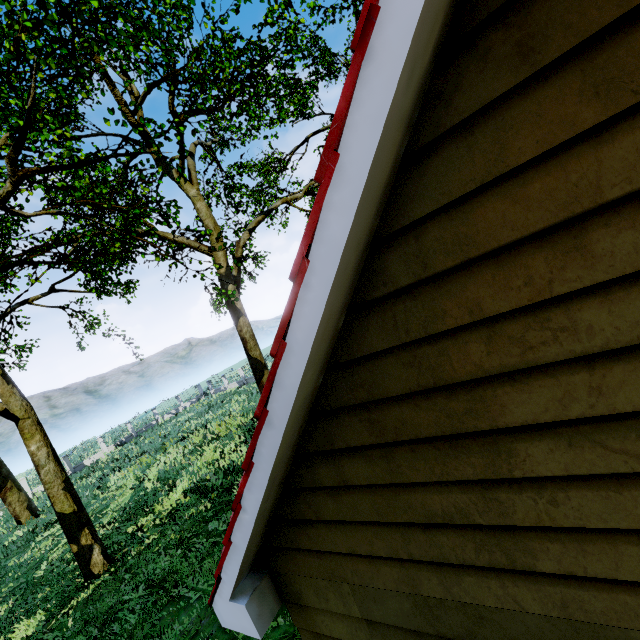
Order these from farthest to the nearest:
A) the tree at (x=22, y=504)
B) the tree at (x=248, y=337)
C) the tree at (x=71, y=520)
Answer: the tree at (x=22, y=504)
the tree at (x=71, y=520)
the tree at (x=248, y=337)

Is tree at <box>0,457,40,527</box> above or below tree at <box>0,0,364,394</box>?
below

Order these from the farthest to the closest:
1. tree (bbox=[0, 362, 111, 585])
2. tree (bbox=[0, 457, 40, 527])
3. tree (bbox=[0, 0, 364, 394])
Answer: tree (bbox=[0, 457, 40, 527]), tree (bbox=[0, 362, 111, 585]), tree (bbox=[0, 0, 364, 394])

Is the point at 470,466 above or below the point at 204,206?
below

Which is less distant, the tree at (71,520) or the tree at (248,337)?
the tree at (248,337)

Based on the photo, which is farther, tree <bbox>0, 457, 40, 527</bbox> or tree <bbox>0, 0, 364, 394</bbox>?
tree <bbox>0, 457, 40, 527</bbox>
